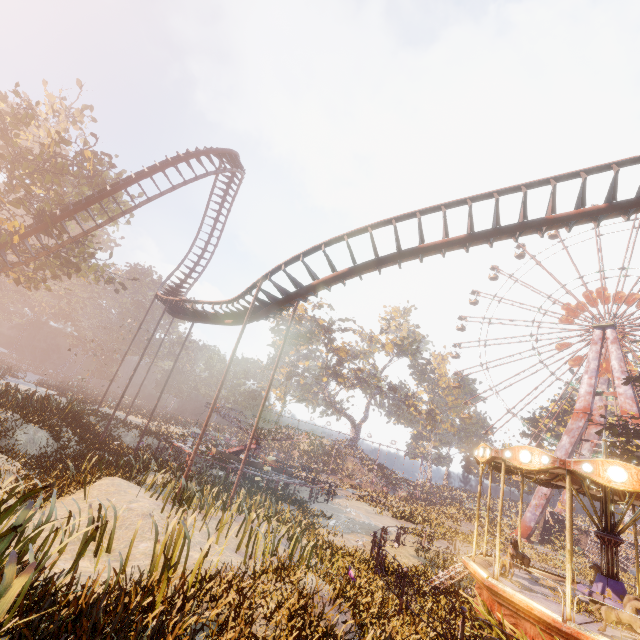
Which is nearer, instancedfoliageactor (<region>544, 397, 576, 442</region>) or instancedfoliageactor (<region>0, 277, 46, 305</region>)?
instancedfoliageactor (<region>544, 397, 576, 442</region>)

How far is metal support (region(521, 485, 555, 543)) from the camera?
36.2 meters

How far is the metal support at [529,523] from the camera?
36.2m

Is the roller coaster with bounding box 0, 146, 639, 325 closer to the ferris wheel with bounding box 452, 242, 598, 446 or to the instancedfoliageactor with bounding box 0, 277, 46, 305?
the instancedfoliageactor with bounding box 0, 277, 46, 305

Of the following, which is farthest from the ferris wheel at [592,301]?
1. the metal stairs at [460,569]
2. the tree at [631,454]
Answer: the metal stairs at [460,569]

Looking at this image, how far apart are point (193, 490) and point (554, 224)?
14.8m

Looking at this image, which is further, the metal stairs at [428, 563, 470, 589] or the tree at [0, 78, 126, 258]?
the tree at [0, 78, 126, 258]

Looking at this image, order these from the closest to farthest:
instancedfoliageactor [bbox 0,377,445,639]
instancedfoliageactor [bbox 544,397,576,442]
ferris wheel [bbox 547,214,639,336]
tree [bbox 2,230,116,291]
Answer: instancedfoliageactor [bbox 0,377,445,639], tree [bbox 2,230,116,291], ferris wheel [bbox 547,214,639,336], instancedfoliageactor [bbox 544,397,576,442]
